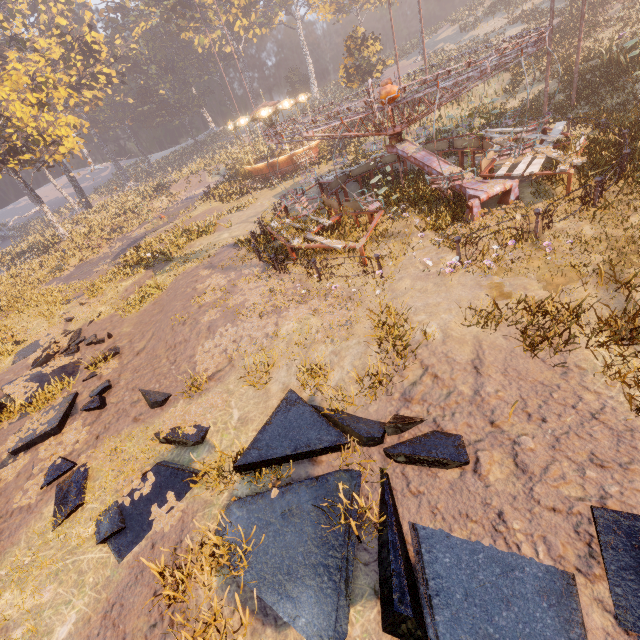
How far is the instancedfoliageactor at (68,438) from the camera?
7.5 meters

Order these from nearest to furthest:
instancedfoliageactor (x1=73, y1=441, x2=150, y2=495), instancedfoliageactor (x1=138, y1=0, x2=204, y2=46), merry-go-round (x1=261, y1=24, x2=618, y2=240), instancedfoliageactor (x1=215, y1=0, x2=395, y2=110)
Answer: instancedfoliageactor (x1=73, y1=441, x2=150, y2=495) < merry-go-round (x1=261, y1=24, x2=618, y2=240) < instancedfoliageactor (x1=215, y1=0, x2=395, y2=110) < instancedfoliageactor (x1=138, y1=0, x2=204, y2=46)

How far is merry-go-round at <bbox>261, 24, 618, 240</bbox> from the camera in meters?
8.5

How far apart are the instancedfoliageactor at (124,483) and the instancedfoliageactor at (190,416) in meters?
0.3 m

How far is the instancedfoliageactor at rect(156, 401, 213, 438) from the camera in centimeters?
677cm

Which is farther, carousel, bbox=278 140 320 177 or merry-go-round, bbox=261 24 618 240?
carousel, bbox=278 140 320 177

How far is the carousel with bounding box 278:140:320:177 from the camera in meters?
28.1

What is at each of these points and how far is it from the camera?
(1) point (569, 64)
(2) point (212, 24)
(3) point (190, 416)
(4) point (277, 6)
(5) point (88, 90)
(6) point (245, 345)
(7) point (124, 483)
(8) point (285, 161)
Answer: (1) instancedfoliageactor, 19.6 meters
(2) instancedfoliageactor, 53.3 meters
(3) instancedfoliageactor, 7.2 meters
(4) instancedfoliageactor, 57.9 meters
(5) instancedfoliageactor, 38.3 meters
(6) instancedfoliageactor, 8.6 meters
(7) instancedfoliageactor, 6.2 meters
(8) carousel, 28.7 meters
